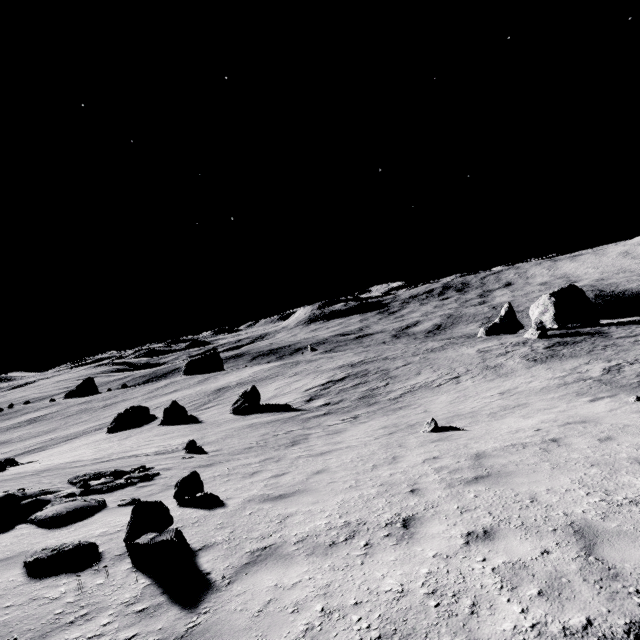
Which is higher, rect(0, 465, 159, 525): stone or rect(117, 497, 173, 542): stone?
rect(117, 497, 173, 542): stone

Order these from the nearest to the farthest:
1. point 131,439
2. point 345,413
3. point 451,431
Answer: point 451,431 < point 345,413 < point 131,439

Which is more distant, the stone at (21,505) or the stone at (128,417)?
the stone at (128,417)

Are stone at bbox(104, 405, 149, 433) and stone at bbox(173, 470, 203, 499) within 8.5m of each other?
no

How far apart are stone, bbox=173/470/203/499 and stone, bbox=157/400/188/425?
25.7m

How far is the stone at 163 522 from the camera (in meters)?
4.96

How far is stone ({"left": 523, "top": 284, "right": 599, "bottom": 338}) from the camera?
40.8 meters

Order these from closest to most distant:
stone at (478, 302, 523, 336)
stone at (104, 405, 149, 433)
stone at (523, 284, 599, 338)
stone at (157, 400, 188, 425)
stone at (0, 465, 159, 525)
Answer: stone at (0, 465, 159, 525), stone at (157, 400, 188, 425), stone at (104, 405, 149, 433), stone at (523, 284, 599, 338), stone at (478, 302, 523, 336)
